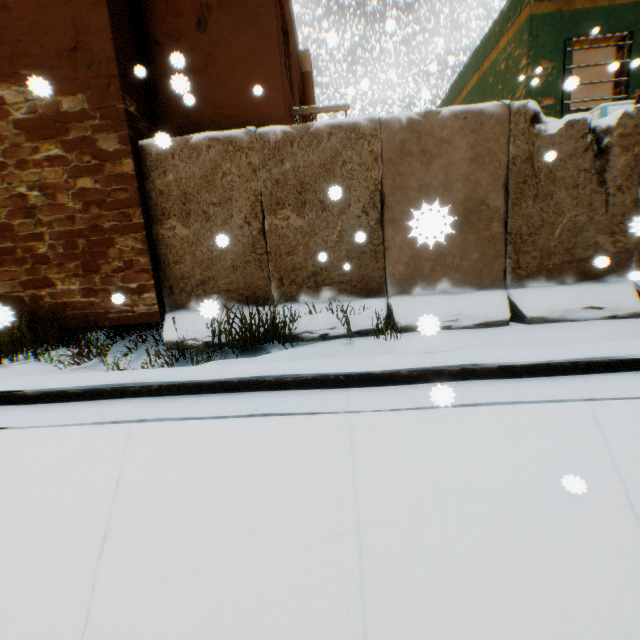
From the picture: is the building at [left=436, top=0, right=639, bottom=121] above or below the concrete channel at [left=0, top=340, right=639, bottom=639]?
above

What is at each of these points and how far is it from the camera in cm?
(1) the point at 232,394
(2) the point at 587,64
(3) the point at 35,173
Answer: (1) concrete channel, 369
(2) building, 895
(3) building, 530

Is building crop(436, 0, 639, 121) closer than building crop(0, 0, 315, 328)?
No

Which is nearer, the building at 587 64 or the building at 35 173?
the building at 35 173

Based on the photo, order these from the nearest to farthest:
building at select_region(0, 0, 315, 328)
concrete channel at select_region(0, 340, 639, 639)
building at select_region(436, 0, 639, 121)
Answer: concrete channel at select_region(0, 340, 639, 639) → building at select_region(0, 0, 315, 328) → building at select_region(436, 0, 639, 121)

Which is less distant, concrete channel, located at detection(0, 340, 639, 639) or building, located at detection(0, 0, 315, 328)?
concrete channel, located at detection(0, 340, 639, 639)

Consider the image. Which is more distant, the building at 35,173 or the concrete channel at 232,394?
the building at 35,173
